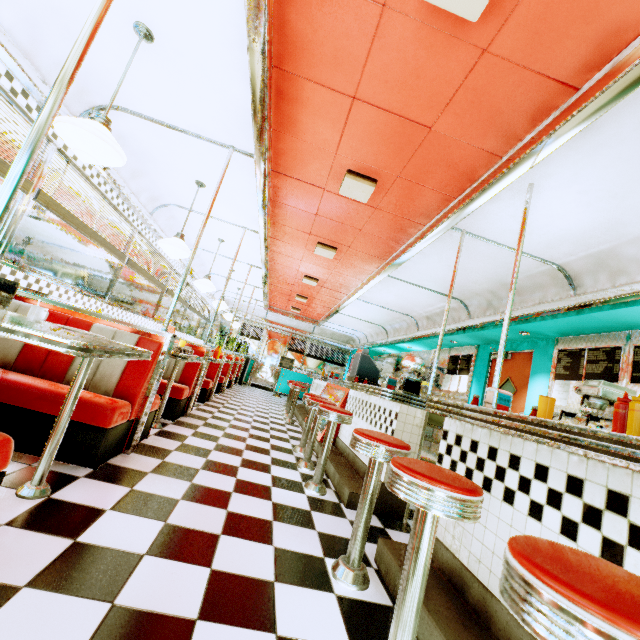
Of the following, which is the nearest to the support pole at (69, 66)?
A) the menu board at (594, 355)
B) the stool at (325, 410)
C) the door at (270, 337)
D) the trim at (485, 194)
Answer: the trim at (485, 194)

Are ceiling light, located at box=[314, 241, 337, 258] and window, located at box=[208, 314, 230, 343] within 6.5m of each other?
no

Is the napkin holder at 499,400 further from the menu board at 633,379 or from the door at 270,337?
the door at 270,337

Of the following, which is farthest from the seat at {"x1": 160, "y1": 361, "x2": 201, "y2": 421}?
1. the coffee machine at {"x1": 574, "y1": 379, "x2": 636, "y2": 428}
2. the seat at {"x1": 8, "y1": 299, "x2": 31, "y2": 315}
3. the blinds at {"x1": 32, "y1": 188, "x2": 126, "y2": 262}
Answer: the coffee machine at {"x1": 574, "y1": 379, "x2": 636, "y2": 428}

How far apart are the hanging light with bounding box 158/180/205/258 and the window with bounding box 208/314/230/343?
8.92m

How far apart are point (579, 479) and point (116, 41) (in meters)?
4.04

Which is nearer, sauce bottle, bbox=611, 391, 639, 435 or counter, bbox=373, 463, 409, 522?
sauce bottle, bbox=611, 391, 639, 435

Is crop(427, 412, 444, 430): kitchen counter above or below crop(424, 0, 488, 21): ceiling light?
below
